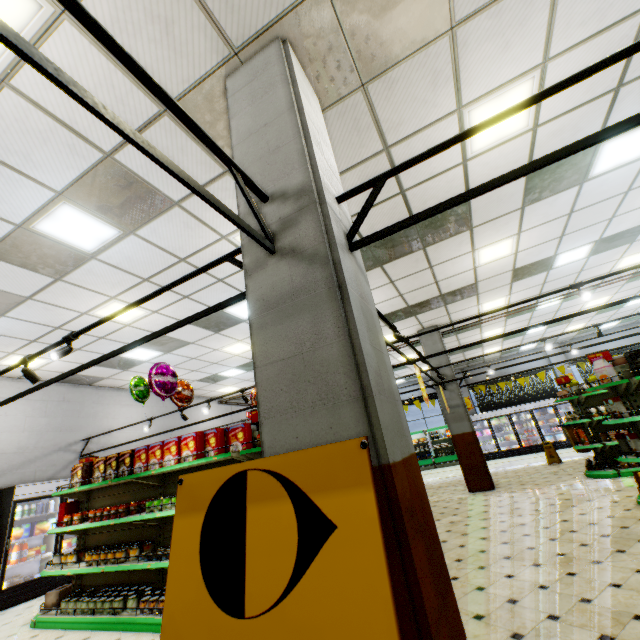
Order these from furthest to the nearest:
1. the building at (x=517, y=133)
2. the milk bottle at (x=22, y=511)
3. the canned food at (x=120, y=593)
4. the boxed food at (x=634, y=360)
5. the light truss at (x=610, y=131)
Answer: the milk bottle at (x=22, y=511) → the boxed food at (x=634, y=360) → the canned food at (x=120, y=593) → the building at (x=517, y=133) → the light truss at (x=610, y=131)

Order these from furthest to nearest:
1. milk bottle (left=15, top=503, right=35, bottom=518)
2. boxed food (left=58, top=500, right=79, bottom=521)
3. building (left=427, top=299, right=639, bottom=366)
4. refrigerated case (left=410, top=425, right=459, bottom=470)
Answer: refrigerated case (left=410, top=425, right=459, bottom=470), building (left=427, top=299, right=639, bottom=366), milk bottle (left=15, top=503, right=35, bottom=518), boxed food (left=58, top=500, right=79, bottom=521)

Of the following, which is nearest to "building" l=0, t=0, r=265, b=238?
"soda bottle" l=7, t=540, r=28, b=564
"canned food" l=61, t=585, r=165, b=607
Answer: "canned food" l=61, t=585, r=165, b=607

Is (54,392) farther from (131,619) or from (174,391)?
(131,619)

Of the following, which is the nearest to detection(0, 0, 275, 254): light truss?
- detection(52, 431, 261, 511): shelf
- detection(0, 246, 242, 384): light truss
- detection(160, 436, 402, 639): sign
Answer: detection(0, 246, 242, 384): light truss

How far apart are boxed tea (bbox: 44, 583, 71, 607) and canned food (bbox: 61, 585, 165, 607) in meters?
0.7 m

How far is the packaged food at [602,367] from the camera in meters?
5.5 m

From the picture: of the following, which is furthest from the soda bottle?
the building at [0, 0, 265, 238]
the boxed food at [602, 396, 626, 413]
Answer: the boxed food at [602, 396, 626, 413]
